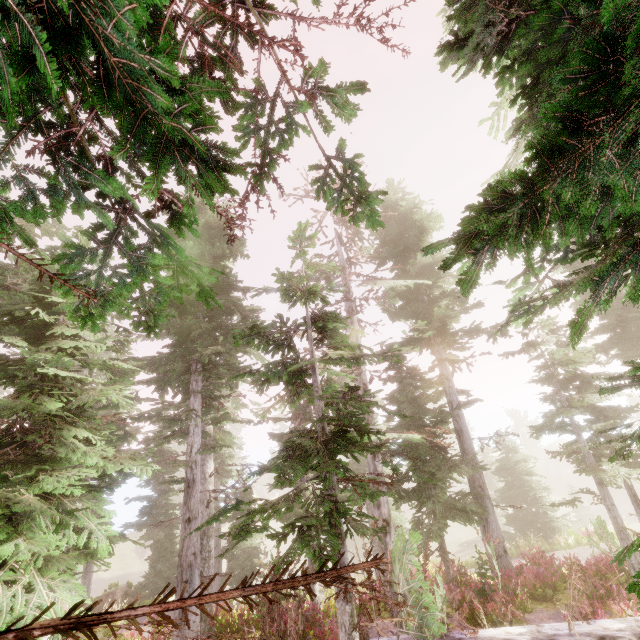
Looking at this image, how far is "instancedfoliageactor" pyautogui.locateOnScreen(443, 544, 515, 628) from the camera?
9.3m

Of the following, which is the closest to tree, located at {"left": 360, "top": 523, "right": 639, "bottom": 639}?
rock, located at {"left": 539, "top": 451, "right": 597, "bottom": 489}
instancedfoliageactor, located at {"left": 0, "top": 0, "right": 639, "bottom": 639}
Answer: instancedfoliageactor, located at {"left": 0, "top": 0, "right": 639, "bottom": 639}

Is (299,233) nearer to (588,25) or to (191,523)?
(588,25)

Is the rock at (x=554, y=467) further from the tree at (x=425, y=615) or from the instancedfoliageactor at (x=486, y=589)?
the tree at (x=425, y=615)

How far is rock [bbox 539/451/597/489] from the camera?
49.3m

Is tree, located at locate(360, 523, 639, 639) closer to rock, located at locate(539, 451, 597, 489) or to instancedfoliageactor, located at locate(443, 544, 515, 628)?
instancedfoliageactor, located at locate(443, 544, 515, 628)
